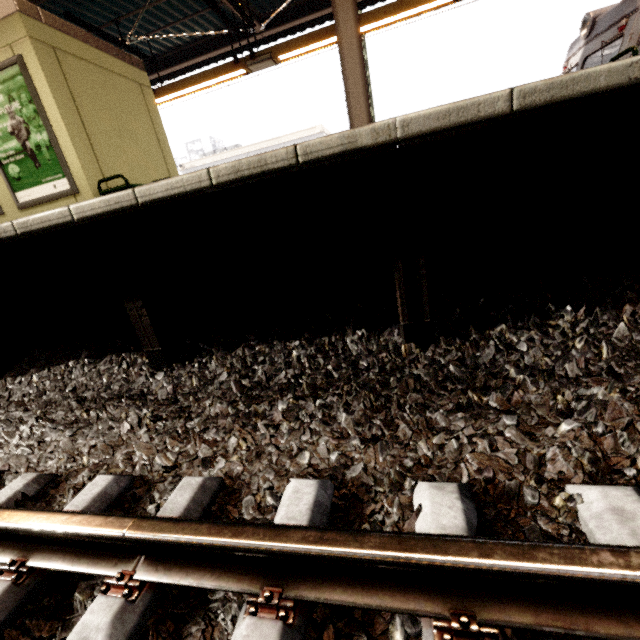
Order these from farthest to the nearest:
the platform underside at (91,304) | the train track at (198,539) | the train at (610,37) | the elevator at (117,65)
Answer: the train at (610,37) < the elevator at (117,65) < the platform underside at (91,304) < the train track at (198,539)

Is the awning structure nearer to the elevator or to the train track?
the elevator

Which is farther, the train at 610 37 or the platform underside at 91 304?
the train at 610 37

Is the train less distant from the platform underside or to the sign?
the platform underside

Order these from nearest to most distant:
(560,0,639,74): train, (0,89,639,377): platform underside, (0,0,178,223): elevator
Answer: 1. (0,89,639,377): platform underside
2. (0,0,178,223): elevator
3. (560,0,639,74): train

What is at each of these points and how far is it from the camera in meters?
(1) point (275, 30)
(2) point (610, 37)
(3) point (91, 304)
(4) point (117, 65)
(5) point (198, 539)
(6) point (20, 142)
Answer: (1) awning structure, 8.2 m
(2) train, 7.1 m
(3) platform underside, 3.1 m
(4) elevator, 5.7 m
(5) train track, 1.0 m
(6) sign, 4.8 m

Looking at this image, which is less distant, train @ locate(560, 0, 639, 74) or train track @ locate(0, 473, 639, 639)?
train track @ locate(0, 473, 639, 639)

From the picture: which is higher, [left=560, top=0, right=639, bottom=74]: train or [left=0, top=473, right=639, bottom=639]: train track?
[left=560, top=0, right=639, bottom=74]: train
